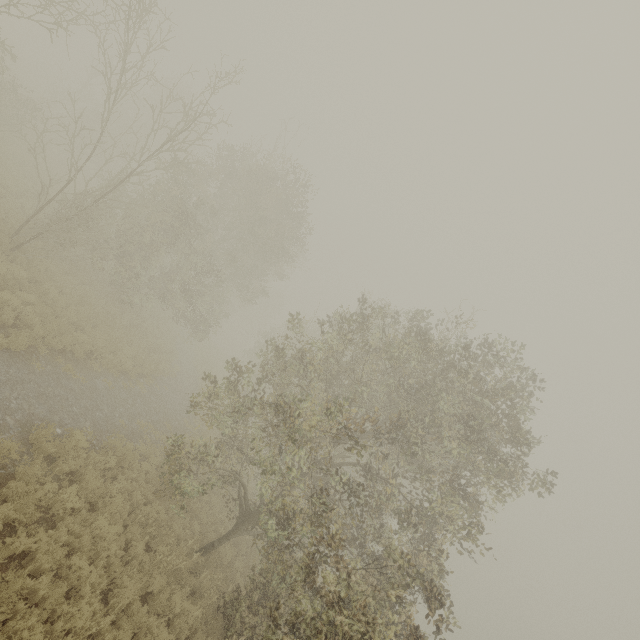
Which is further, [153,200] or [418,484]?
[418,484]
